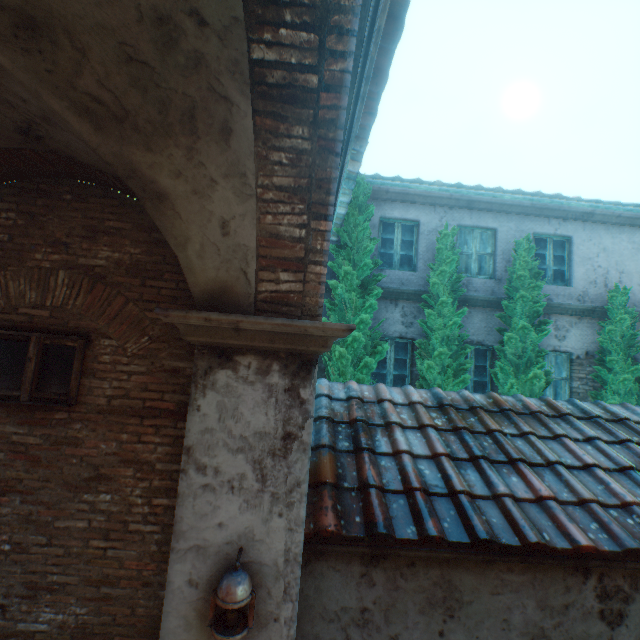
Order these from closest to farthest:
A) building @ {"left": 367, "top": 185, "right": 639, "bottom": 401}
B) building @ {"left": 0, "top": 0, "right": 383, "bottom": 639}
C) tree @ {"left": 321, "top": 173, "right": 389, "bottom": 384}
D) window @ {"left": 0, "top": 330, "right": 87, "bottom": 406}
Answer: building @ {"left": 0, "top": 0, "right": 383, "bottom": 639} < window @ {"left": 0, "top": 330, "right": 87, "bottom": 406} < tree @ {"left": 321, "top": 173, "right": 389, "bottom": 384} < building @ {"left": 367, "top": 185, "right": 639, "bottom": 401}

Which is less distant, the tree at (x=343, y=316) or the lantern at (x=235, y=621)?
the lantern at (x=235, y=621)

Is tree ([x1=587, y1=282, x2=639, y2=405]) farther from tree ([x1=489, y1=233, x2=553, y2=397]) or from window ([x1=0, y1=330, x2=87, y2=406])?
window ([x1=0, y1=330, x2=87, y2=406])

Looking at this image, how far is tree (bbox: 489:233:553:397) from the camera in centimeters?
677cm

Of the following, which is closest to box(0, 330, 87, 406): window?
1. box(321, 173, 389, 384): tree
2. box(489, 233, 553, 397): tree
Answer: box(321, 173, 389, 384): tree

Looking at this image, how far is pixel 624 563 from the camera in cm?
344

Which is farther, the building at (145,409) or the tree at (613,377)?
the tree at (613,377)

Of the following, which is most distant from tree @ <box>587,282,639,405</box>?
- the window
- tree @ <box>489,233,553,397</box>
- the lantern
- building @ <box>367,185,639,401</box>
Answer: the window
